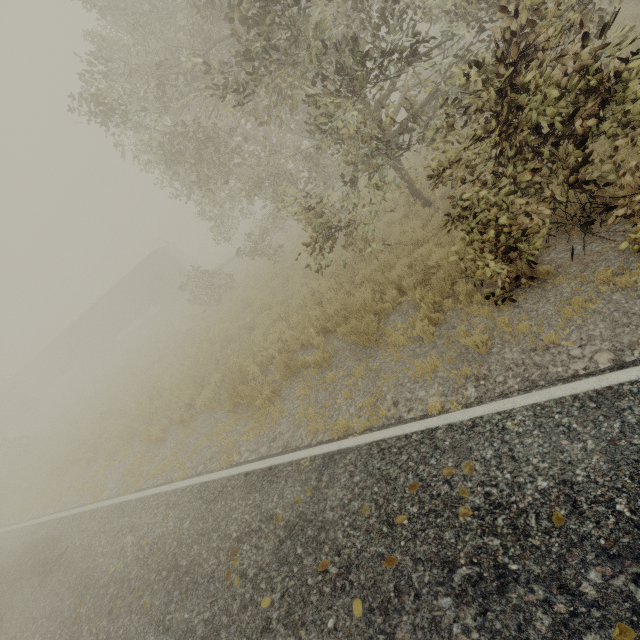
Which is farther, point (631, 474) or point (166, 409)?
point (166, 409)

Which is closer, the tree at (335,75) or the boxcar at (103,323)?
the tree at (335,75)

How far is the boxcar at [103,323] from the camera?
30.69m

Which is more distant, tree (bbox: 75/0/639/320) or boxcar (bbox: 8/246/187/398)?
boxcar (bbox: 8/246/187/398)

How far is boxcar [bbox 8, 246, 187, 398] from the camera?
30.7 meters
